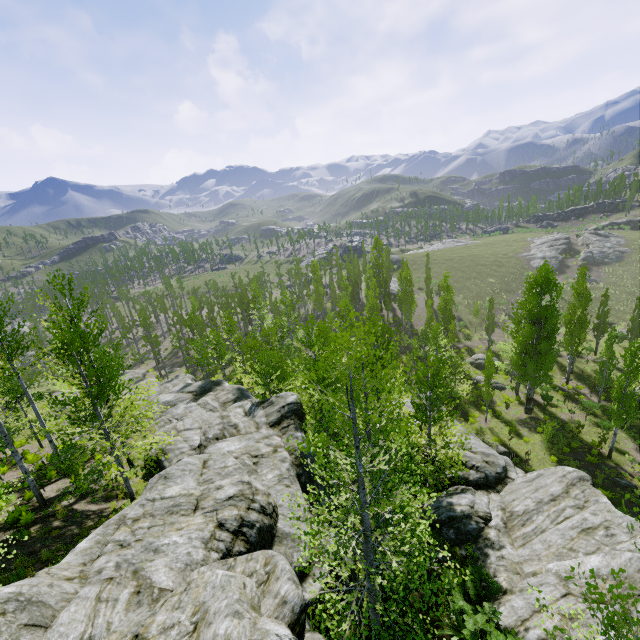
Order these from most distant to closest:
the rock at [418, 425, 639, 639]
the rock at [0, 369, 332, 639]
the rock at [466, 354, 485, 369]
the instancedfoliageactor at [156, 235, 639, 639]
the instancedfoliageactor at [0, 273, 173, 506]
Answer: the rock at [466, 354, 485, 369] < the instancedfoliageactor at [0, 273, 173, 506] < the rock at [418, 425, 639, 639] < the instancedfoliageactor at [156, 235, 639, 639] < the rock at [0, 369, 332, 639]

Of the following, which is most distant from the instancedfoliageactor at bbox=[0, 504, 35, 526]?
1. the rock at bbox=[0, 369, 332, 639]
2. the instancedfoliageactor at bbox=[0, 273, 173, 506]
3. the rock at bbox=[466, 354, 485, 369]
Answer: the instancedfoliageactor at bbox=[0, 273, 173, 506]

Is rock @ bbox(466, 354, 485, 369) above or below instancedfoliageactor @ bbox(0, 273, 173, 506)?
below

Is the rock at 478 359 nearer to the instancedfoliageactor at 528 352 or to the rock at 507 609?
the instancedfoliageactor at 528 352

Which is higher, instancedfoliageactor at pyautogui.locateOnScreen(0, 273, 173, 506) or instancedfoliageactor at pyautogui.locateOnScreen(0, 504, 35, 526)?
instancedfoliageactor at pyautogui.locateOnScreen(0, 273, 173, 506)

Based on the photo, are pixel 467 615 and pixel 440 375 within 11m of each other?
yes

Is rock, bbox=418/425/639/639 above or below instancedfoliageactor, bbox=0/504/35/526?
below

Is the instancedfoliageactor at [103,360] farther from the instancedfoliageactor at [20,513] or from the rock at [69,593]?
the instancedfoliageactor at [20,513]
